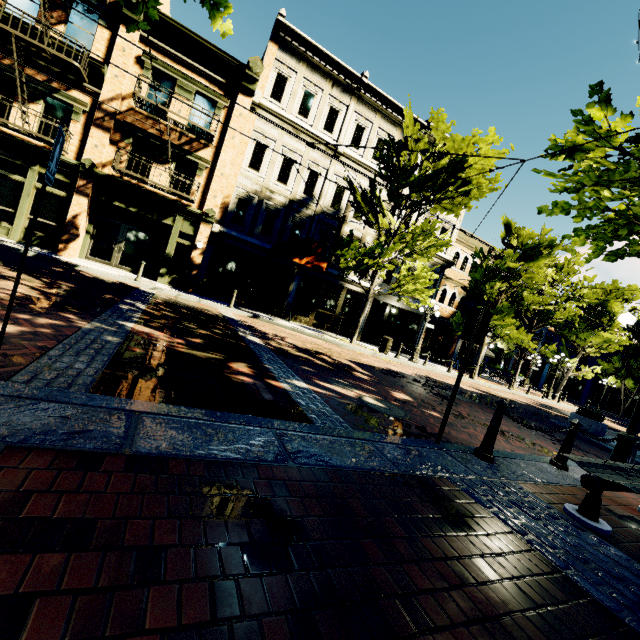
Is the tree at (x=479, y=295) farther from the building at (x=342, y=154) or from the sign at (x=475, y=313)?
the sign at (x=475, y=313)

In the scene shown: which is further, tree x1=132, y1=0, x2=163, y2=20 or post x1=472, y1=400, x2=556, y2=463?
post x1=472, y1=400, x2=556, y2=463

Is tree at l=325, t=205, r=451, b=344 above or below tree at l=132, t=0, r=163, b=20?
above

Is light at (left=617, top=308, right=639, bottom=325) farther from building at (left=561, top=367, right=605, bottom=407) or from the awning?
building at (left=561, top=367, right=605, bottom=407)

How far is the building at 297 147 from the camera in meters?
16.7

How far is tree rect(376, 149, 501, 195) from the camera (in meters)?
13.04

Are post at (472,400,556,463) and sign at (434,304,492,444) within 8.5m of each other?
yes

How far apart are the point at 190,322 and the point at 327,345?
6.5m
